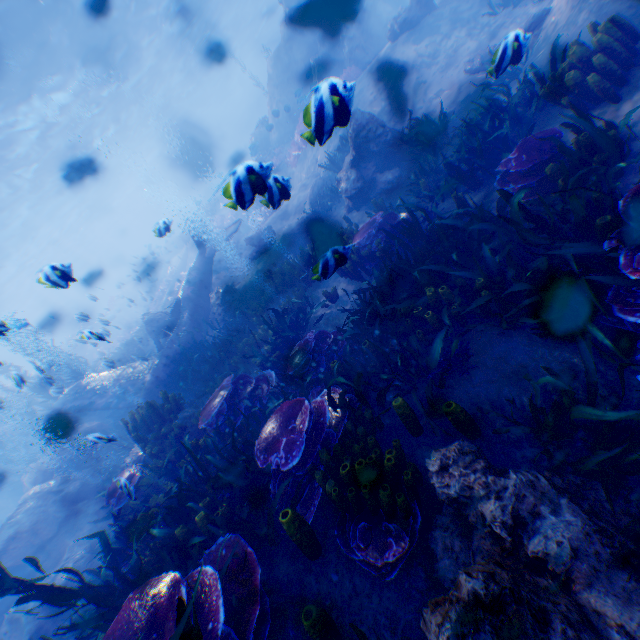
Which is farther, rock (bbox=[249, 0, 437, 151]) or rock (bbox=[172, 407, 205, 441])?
rock (bbox=[249, 0, 437, 151])

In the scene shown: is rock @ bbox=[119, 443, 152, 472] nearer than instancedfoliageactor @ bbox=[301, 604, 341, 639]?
No

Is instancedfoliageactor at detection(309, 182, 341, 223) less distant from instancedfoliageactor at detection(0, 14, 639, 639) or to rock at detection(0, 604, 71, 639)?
rock at detection(0, 604, 71, 639)

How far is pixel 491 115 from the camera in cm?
652

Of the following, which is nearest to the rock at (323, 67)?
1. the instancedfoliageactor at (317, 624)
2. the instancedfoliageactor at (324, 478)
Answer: the instancedfoliageactor at (324, 478)

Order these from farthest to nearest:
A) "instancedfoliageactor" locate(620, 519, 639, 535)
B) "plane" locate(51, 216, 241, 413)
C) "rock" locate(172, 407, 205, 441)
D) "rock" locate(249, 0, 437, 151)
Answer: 1. "rock" locate(249, 0, 437, 151)
2. "plane" locate(51, 216, 241, 413)
3. "rock" locate(172, 407, 205, 441)
4. "instancedfoliageactor" locate(620, 519, 639, 535)

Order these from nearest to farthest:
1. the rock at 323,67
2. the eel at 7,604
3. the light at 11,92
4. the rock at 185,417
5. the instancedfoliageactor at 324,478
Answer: the instancedfoliageactor at 324,478 → the rock at 185,417 → the eel at 7,604 → the rock at 323,67 → the light at 11,92
